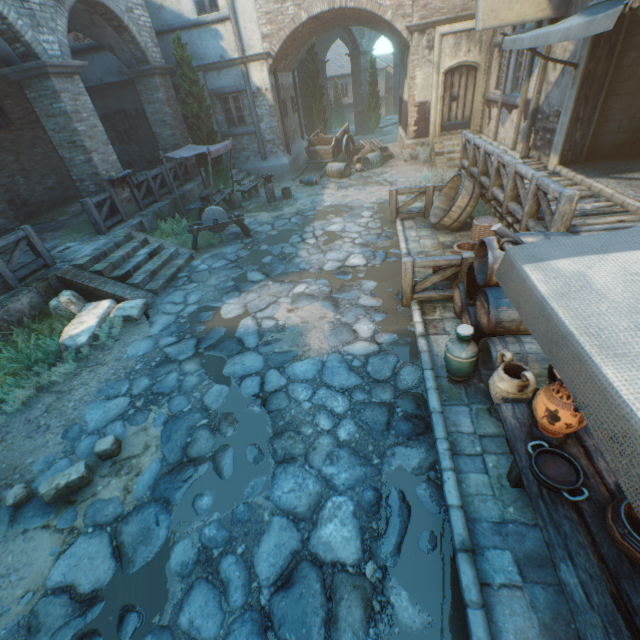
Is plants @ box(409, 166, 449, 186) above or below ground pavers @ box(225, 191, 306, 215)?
above

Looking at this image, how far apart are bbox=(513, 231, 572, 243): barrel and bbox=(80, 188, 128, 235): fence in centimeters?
954cm

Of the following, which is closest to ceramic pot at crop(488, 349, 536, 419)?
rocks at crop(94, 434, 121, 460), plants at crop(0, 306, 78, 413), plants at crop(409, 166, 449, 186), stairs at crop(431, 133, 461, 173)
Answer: rocks at crop(94, 434, 121, 460)

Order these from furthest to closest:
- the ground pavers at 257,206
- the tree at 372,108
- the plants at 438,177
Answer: the tree at 372,108 → the ground pavers at 257,206 → the plants at 438,177

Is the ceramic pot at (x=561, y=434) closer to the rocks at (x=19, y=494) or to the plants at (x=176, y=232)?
the rocks at (x=19, y=494)

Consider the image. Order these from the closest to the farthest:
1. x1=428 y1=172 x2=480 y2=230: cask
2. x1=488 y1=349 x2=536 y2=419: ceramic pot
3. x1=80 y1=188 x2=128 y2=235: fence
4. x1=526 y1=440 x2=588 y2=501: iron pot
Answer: x1=526 y1=440 x2=588 y2=501: iron pot < x1=488 y1=349 x2=536 y2=419: ceramic pot < x1=428 y1=172 x2=480 y2=230: cask < x1=80 y1=188 x2=128 y2=235: fence

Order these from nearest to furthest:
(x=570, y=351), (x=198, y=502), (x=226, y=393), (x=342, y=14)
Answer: (x=570, y=351)
(x=198, y=502)
(x=226, y=393)
(x=342, y=14)

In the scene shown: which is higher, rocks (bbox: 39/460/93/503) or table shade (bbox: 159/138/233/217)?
table shade (bbox: 159/138/233/217)
